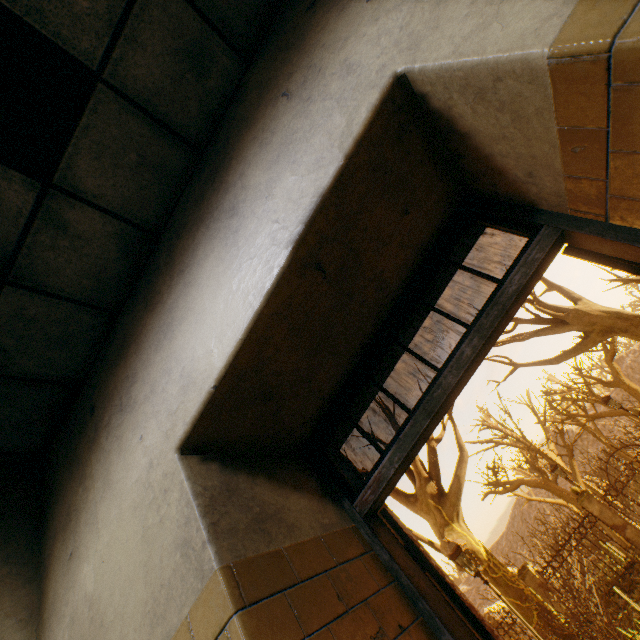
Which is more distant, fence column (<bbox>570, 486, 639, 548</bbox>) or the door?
fence column (<bbox>570, 486, 639, 548</bbox>)

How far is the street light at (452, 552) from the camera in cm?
739

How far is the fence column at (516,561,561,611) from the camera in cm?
1254

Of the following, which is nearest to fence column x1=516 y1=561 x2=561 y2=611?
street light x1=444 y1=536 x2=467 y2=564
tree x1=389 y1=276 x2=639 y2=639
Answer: street light x1=444 y1=536 x2=467 y2=564

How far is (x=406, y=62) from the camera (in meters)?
1.18

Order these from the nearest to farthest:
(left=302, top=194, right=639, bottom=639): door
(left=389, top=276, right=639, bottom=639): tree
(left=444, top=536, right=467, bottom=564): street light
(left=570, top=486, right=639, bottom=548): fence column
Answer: (left=302, top=194, right=639, bottom=639): door, (left=444, top=536, right=467, bottom=564): street light, (left=389, top=276, right=639, bottom=639): tree, (left=570, top=486, right=639, bottom=548): fence column

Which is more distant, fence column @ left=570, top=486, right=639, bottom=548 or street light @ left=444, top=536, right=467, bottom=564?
fence column @ left=570, top=486, right=639, bottom=548

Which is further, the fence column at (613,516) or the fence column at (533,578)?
the fence column at (533,578)
